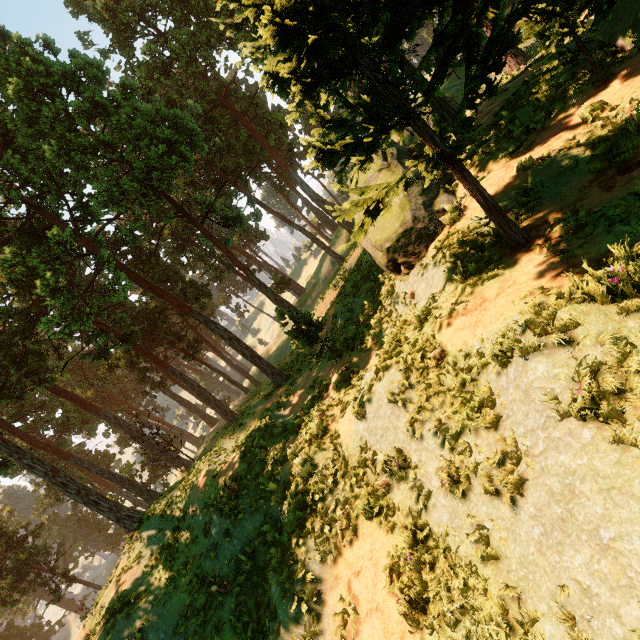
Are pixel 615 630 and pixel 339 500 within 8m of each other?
yes

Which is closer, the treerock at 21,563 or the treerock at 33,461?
the treerock at 33,461

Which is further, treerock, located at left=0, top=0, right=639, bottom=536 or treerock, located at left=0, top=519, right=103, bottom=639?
treerock, located at left=0, top=519, right=103, bottom=639
